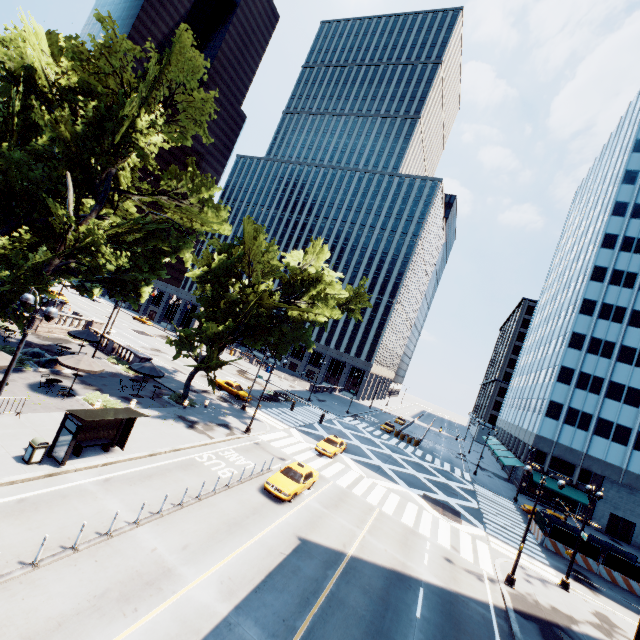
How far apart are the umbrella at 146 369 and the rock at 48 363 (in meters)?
5.40

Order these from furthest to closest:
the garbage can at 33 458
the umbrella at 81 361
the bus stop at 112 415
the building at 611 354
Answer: the building at 611 354
the umbrella at 81 361
the bus stop at 112 415
the garbage can at 33 458

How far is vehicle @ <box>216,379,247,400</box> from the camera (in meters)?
38.00

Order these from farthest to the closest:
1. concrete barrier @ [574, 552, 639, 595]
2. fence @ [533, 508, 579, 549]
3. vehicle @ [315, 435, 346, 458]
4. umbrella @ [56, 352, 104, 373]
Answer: vehicle @ [315, 435, 346, 458]
fence @ [533, 508, 579, 549]
concrete barrier @ [574, 552, 639, 595]
umbrella @ [56, 352, 104, 373]

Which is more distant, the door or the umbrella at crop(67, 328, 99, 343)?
the door

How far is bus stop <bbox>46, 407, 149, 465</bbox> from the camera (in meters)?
14.71

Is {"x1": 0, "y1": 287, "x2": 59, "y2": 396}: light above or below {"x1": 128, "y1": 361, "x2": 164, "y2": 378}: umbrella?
above

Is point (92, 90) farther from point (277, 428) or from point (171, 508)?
point (277, 428)
